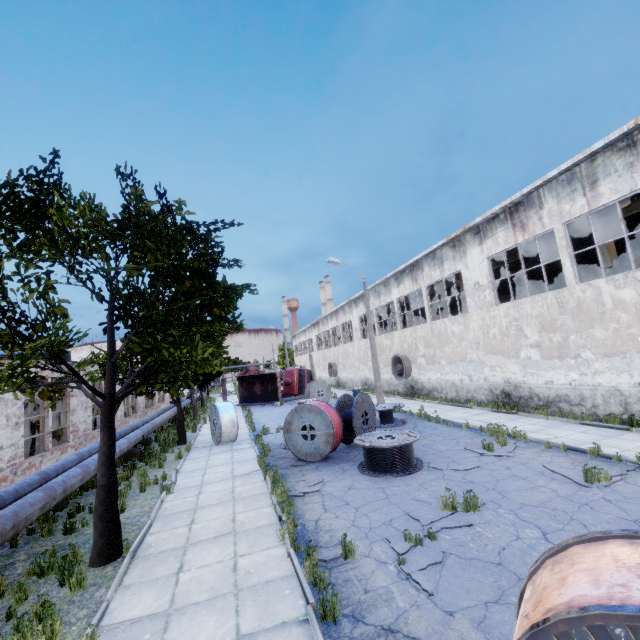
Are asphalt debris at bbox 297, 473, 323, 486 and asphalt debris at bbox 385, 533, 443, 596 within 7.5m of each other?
yes

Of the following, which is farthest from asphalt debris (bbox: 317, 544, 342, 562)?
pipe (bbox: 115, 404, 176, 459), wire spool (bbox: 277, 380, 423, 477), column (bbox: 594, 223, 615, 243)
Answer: column (bbox: 594, 223, 615, 243)

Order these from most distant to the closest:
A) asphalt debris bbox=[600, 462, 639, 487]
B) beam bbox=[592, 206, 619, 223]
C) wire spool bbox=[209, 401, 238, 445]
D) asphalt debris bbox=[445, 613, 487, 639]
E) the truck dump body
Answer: the truck dump body
wire spool bbox=[209, 401, 238, 445]
beam bbox=[592, 206, 619, 223]
asphalt debris bbox=[600, 462, 639, 487]
asphalt debris bbox=[445, 613, 487, 639]

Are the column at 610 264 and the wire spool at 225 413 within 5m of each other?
no

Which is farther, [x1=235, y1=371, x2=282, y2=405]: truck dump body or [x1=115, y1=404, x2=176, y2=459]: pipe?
[x1=235, y1=371, x2=282, y2=405]: truck dump body

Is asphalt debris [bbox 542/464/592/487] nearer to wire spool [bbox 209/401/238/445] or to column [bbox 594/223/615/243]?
column [bbox 594/223/615/243]

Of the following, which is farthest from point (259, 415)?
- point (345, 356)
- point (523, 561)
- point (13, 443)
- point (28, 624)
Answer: point (523, 561)

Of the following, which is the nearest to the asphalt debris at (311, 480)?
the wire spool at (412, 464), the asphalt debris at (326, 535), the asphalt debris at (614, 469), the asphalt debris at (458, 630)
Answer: the wire spool at (412, 464)
